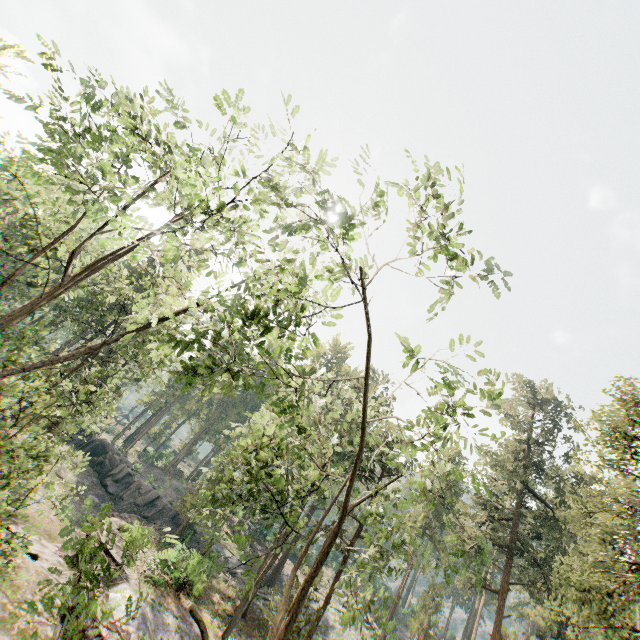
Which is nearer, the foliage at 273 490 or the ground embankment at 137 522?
the foliage at 273 490

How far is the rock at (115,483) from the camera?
34.8 meters

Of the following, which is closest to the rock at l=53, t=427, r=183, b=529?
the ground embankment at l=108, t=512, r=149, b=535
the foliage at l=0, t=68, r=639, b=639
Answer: the ground embankment at l=108, t=512, r=149, b=535

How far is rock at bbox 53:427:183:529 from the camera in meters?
34.8

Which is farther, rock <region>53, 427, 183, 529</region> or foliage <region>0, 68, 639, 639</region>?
rock <region>53, 427, 183, 529</region>

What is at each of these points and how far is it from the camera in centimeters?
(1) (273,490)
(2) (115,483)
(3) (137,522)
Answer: (1) foliage, 2769cm
(2) rock, 3778cm
(3) ground embankment, 3158cm

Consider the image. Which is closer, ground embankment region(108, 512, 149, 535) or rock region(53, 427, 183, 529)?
ground embankment region(108, 512, 149, 535)

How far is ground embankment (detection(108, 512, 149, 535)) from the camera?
20.4m
